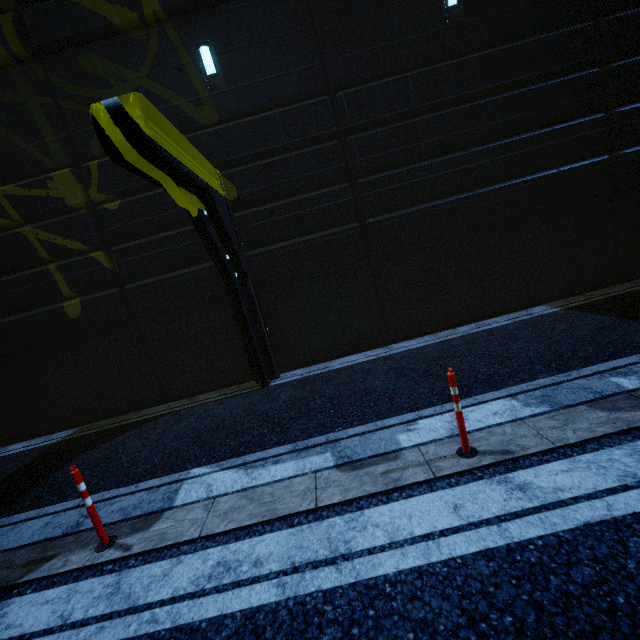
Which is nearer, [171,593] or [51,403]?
[171,593]

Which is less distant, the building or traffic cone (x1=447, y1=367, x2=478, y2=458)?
traffic cone (x1=447, y1=367, x2=478, y2=458)

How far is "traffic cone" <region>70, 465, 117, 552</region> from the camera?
3.39m

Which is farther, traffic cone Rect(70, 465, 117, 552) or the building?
the building

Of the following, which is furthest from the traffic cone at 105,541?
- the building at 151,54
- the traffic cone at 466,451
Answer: the building at 151,54

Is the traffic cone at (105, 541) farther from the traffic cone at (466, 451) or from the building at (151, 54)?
the building at (151, 54)

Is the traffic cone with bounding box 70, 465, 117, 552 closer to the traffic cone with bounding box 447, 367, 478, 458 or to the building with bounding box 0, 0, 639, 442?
the traffic cone with bounding box 447, 367, 478, 458

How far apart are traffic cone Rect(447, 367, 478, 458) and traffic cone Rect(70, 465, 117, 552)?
3.89m
